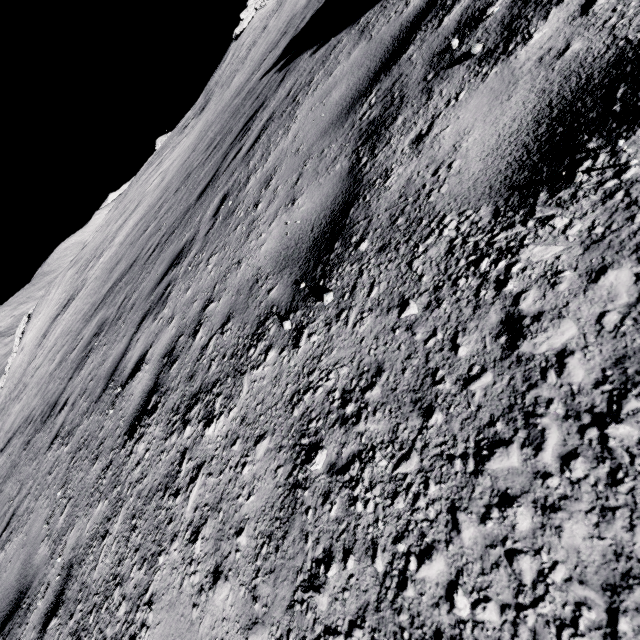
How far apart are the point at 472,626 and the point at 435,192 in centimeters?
135cm
